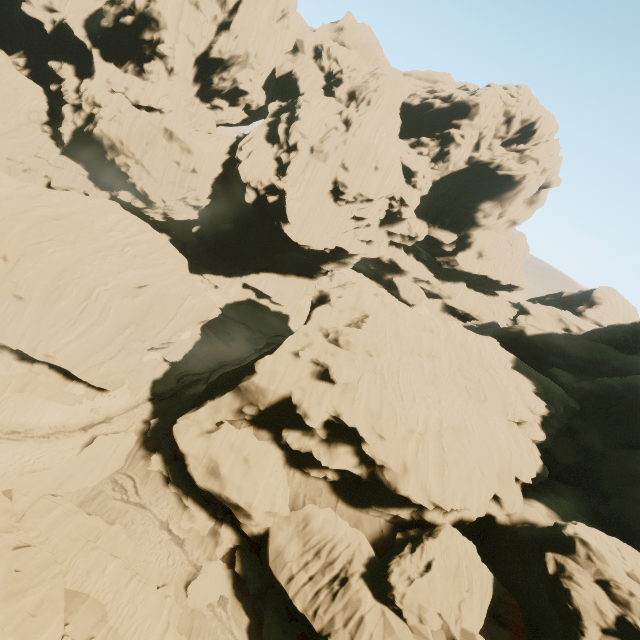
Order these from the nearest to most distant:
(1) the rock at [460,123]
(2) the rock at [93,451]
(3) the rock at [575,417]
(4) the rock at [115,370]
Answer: (2) the rock at [93,451] < (3) the rock at [575,417] < (4) the rock at [115,370] < (1) the rock at [460,123]

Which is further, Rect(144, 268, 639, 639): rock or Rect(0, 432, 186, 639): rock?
Rect(144, 268, 639, 639): rock

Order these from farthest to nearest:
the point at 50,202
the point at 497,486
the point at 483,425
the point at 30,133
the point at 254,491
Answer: the point at 30,133 → the point at 50,202 → the point at 483,425 → the point at 254,491 → the point at 497,486

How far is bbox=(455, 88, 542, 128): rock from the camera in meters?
58.4 m

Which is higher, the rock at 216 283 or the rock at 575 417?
the rock at 575 417

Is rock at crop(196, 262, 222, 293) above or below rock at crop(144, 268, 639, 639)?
below

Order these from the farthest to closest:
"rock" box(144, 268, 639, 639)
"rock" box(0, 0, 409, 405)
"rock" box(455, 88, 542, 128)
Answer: "rock" box(455, 88, 542, 128)
"rock" box(0, 0, 409, 405)
"rock" box(144, 268, 639, 639)
